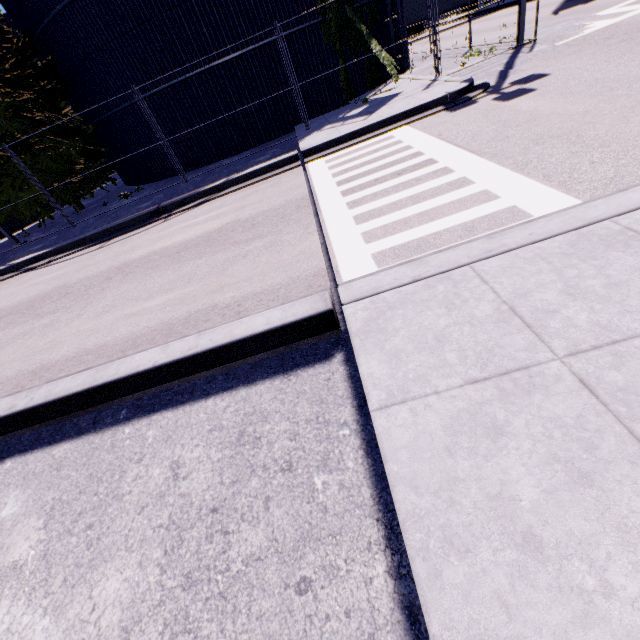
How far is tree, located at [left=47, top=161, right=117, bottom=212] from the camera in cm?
1435

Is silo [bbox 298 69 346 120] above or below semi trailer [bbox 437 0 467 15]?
below

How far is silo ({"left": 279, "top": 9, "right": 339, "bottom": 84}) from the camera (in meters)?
11.71

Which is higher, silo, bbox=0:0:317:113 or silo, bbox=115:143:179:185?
silo, bbox=0:0:317:113

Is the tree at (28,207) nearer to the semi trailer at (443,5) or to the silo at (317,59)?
the silo at (317,59)

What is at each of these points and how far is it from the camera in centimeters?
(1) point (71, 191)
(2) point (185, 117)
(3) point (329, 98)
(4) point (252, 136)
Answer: (1) tree, 1536cm
(2) silo, 1277cm
(3) silo, 1329cm
(4) silo, 1323cm

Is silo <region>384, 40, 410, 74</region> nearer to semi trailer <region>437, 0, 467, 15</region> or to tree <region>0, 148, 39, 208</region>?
tree <region>0, 148, 39, 208</region>

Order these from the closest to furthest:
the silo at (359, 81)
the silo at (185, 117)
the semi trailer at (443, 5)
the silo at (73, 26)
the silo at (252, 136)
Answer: the silo at (73, 26)
the silo at (185, 117)
the silo at (252, 136)
the silo at (359, 81)
the semi trailer at (443, 5)
